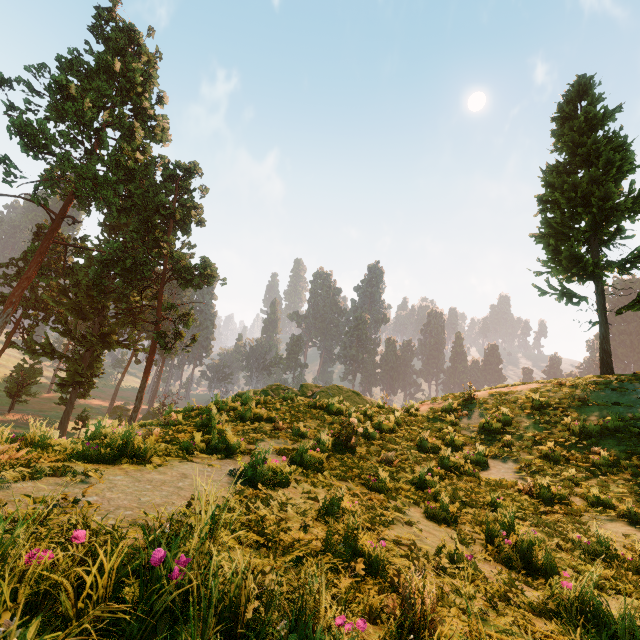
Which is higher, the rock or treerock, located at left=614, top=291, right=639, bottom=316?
treerock, located at left=614, top=291, right=639, bottom=316

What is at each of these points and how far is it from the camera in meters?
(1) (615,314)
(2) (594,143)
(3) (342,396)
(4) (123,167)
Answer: (1) treerock, 14.3
(2) treerock, 15.8
(3) rock, 17.7
(4) treerock, 29.5

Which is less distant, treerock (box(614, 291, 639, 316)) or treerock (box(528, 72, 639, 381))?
treerock (box(614, 291, 639, 316))

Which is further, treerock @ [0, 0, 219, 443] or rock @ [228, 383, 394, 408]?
treerock @ [0, 0, 219, 443]

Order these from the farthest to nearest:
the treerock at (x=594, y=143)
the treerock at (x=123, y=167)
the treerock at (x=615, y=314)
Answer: the treerock at (x=123, y=167)
the treerock at (x=594, y=143)
the treerock at (x=615, y=314)

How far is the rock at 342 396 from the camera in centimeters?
1167cm

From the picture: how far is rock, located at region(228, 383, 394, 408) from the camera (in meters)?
11.67
